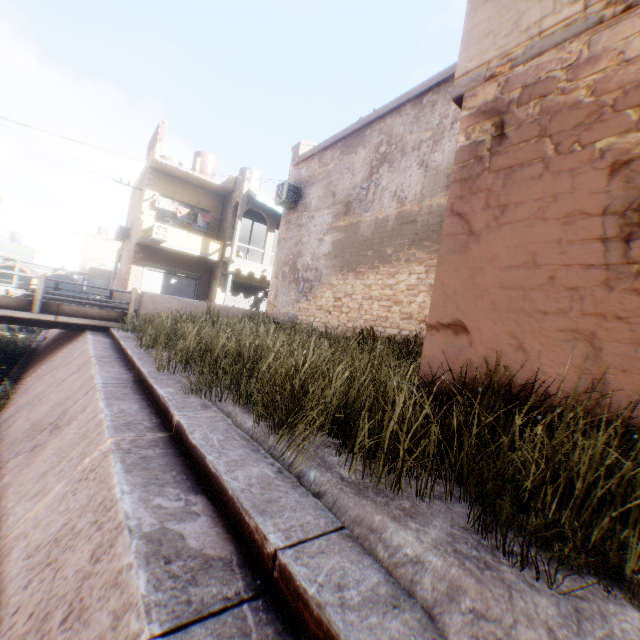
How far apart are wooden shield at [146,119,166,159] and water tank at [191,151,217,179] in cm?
250

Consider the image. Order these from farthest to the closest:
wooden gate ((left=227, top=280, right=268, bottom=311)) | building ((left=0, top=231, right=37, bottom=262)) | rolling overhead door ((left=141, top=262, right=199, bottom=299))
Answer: building ((left=0, top=231, right=37, bottom=262)), wooden gate ((left=227, top=280, right=268, bottom=311)), rolling overhead door ((left=141, top=262, right=199, bottom=299))

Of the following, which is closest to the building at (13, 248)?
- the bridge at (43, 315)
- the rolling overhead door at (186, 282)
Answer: the rolling overhead door at (186, 282)

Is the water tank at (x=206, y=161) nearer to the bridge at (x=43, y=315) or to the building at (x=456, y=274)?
the building at (x=456, y=274)

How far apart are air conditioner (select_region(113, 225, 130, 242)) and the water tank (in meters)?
6.17

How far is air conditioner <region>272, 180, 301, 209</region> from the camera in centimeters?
1274cm

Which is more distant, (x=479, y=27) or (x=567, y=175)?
(x=479, y=27)

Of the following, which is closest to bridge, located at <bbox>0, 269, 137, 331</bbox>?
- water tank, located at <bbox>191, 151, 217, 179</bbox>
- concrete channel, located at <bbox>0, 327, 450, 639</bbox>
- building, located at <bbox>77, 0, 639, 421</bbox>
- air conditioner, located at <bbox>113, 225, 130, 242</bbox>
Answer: concrete channel, located at <bbox>0, 327, 450, 639</bbox>
